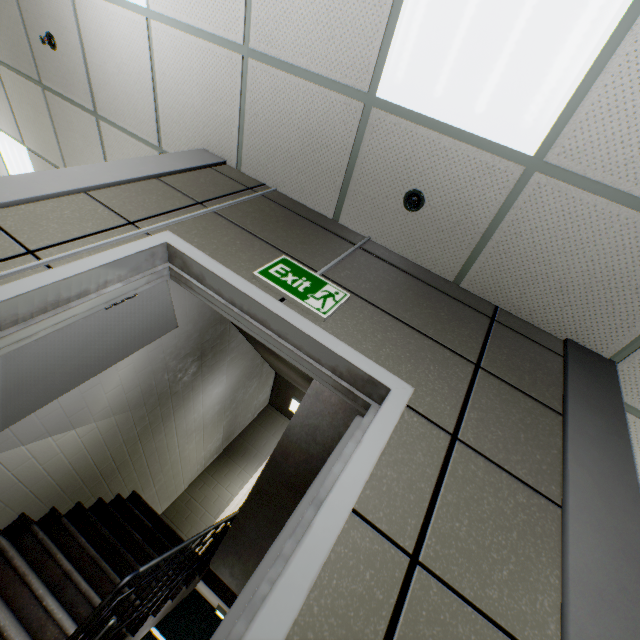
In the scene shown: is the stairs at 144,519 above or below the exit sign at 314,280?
below

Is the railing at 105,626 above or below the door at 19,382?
below

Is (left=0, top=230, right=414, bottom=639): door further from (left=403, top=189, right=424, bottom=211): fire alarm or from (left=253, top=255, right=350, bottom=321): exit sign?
(left=403, top=189, right=424, bottom=211): fire alarm

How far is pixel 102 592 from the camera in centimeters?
→ 300cm

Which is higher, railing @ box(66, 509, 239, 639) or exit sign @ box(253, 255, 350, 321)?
exit sign @ box(253, 255, 350, 321)

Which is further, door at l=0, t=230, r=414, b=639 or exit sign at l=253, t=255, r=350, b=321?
exit sign at l=253, t=255, r=350, b=321

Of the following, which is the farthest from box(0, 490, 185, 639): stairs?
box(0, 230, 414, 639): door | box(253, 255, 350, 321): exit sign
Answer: box(253, 255, 350, 321): exit sign

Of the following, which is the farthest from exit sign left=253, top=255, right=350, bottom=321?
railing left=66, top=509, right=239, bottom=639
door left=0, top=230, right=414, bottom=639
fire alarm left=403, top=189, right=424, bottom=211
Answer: railing left=66, top=509, right=239, bottom=639
